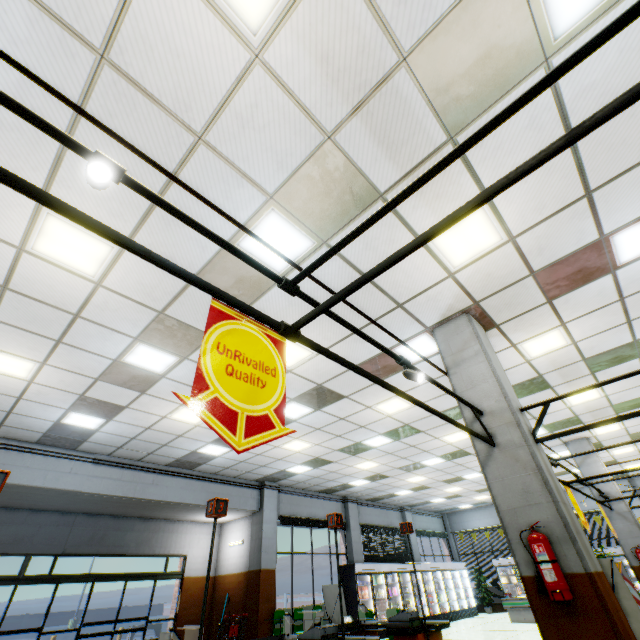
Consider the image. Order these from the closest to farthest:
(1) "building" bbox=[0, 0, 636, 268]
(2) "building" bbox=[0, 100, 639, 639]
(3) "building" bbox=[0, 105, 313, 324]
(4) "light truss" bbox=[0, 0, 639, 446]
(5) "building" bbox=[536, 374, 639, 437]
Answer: (4) "light truss" bbox=[0, 0, 639, 446], (1) "building" bbox=[0, 0, 636, 268], (3) "building" bbox=[0, 105, 313, 324], (2) "building" bbox=[0, 100, 639, 639], (5) "building" bbox=[536, 374, 639, 437]

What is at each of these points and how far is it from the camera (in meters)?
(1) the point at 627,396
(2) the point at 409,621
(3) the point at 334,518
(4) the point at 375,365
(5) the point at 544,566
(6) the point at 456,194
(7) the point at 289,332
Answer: (1) building, 8.47
(2) checkout counter, 5.59
(3) sign, 5.25
(4) building, 6.53
(5) fire extinguisher, 3.27
(6) building, 3.72
(7) light truss, 2.10

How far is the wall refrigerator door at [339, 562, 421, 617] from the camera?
12.4 meters

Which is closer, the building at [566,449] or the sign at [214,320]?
the sign at [214,320]

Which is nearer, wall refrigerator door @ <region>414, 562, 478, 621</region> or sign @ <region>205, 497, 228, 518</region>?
sign @ <region>205, 497, 228, 518</region>

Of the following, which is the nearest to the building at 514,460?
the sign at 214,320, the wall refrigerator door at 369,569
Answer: the wall refrigerator door at 369,569

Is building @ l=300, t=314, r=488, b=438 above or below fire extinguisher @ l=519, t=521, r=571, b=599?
above

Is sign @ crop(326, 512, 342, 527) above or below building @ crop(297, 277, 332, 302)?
below
